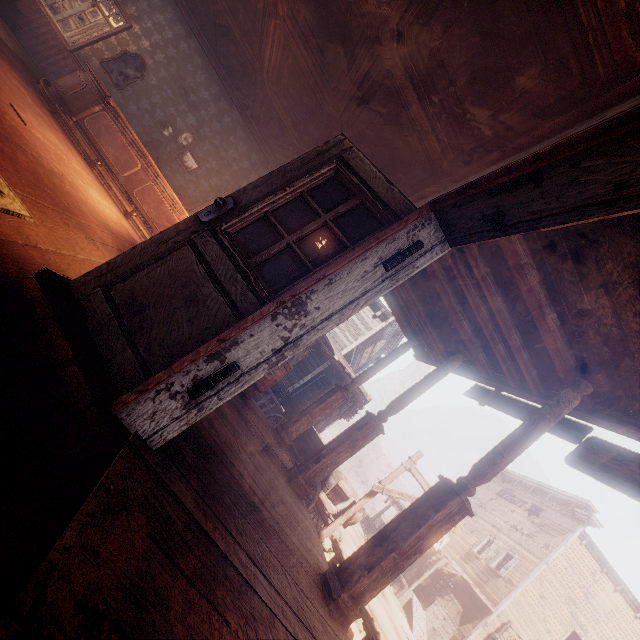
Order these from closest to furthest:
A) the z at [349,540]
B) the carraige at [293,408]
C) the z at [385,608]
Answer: the carraige at [293,408] → the z at [385,608] → the z at [349,540]

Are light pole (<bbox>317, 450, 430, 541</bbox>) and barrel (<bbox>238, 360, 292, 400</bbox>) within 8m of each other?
yes

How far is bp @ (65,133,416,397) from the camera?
1.90m

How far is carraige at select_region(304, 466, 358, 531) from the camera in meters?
7.4

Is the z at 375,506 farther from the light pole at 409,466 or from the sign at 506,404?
the sign at 506,404

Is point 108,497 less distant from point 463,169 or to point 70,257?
point 70,257

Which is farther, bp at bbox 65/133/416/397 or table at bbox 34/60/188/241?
table at bbox 34/60/188/241

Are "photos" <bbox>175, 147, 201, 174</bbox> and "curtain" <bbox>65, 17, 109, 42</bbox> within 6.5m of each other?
yes
